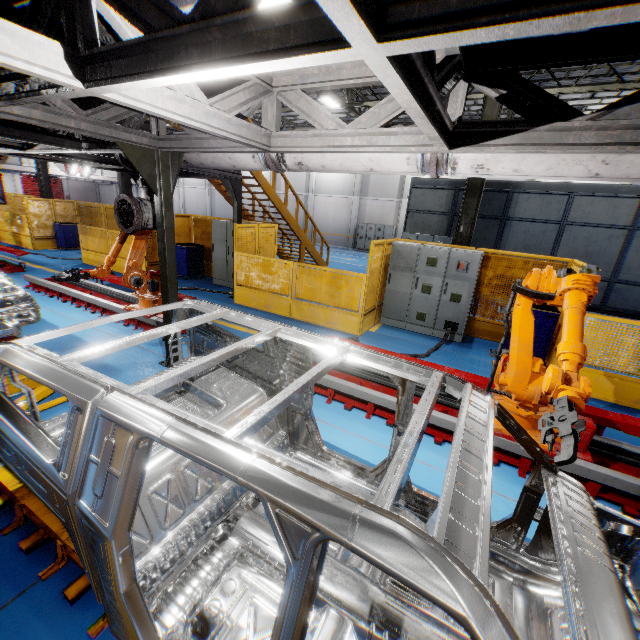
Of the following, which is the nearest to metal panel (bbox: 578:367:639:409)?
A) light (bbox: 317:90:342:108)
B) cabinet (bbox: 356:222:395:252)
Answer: light (bbox: 317:90:342:108)

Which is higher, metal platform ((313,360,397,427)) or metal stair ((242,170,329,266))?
metal stair ((242,170,329,266))

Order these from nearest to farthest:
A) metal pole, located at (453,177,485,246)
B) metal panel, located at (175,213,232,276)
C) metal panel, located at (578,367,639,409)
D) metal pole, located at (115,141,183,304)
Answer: metal pole, located at (115,141,183,304)
metal panel, located at (578,367,639,409)
metal pole, located at (453,177,485,246)
metal panel, located at (175,213,232,276)

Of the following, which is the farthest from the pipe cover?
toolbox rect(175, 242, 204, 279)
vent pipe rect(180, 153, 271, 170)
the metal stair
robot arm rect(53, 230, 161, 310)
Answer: toolbox rect(175, 242, 204, 279)

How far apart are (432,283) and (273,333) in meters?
6.2

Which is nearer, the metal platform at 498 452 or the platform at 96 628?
the platform at 96 628

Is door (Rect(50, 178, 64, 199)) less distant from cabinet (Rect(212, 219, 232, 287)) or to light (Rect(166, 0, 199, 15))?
cabinet (Rect(212, 219, 232, 287))

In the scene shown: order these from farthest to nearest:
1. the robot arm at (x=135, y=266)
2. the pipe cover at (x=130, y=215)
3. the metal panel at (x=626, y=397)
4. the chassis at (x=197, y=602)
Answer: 1. the robot arm at (x=135, y=266)
2. the metal panel at (x=626, y=397)
3. the pipe cover at (x=130, y=215)
4. the chassis at (x=197, y=602)
